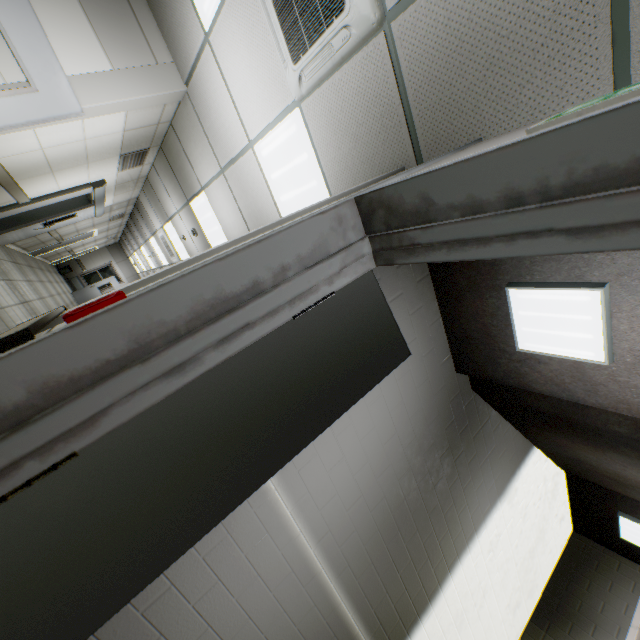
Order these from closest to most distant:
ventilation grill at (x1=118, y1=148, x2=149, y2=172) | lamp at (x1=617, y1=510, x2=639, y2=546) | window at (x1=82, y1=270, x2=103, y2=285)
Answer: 1. lamp at (x1=617, y1=510, x2=639, y2=546)
2. ventilation grill at (x1=118, y1=148, x2=149, y2=172)
3. window at (x1=82, y1=270, x2=103, y2=285)

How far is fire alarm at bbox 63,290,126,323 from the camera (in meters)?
0.79

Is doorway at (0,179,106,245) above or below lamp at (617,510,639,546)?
below

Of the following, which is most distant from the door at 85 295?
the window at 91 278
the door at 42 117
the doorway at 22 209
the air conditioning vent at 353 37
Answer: the air conditioning vent at 353 37

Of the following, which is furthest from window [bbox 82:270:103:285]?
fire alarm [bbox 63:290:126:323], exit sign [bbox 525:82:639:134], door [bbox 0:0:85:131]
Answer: exit sign [bbox 525:82:639:134]

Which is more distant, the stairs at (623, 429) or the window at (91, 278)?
the window at (91, 278)

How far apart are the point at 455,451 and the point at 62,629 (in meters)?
3.06

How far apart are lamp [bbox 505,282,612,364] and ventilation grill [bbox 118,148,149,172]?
6.0m
